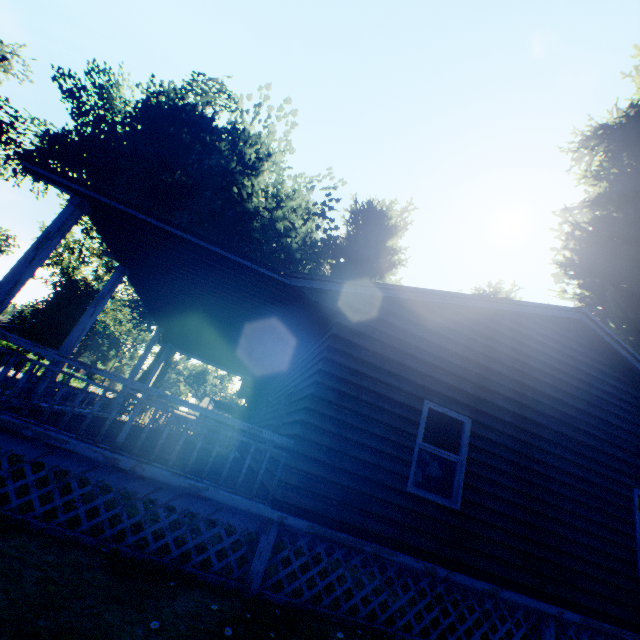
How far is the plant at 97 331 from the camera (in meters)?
22.37

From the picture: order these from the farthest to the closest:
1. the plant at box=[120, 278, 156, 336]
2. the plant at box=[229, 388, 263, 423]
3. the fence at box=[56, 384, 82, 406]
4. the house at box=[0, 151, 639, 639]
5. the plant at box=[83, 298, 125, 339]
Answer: the plant at box=[120, 278, 156, 336] → the plant at box=[83, 298, 125, 339] → the fence at box=[56, 384, 82, 406] → the plant at box=[229, 388, 263, 423] → the house at box=[0, 151, 639, 639]

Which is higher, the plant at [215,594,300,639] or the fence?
the fence

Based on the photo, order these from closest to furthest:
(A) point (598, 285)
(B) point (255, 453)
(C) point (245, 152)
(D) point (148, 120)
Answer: (B) point (255, 453) < (A) point (598, 285) < (D) point (148, 120) < (C) point (245, 152)

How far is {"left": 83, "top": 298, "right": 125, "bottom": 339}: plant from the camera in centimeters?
2237cm

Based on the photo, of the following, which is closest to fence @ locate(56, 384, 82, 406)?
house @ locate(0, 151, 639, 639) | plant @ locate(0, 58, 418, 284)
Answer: plant @ locate(0, 58, 418, 284)

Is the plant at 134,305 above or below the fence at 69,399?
above
